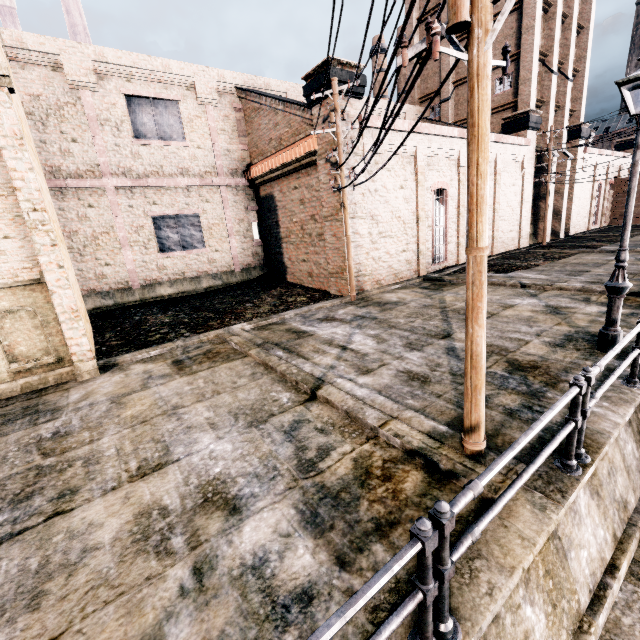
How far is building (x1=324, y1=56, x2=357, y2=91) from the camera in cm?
1366

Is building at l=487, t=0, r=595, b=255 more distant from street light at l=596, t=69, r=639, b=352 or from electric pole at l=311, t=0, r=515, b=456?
street light at l=596, t=69, r=639, b=352

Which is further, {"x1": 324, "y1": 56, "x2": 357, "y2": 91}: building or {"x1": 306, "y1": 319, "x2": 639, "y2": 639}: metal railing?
{"x1": 324, "y1": 56, "x2": 357, "y2": 91}: building

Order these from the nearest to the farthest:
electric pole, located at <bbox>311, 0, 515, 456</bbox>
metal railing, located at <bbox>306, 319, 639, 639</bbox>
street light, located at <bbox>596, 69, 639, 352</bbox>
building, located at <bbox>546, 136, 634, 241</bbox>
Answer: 1. metal railing, located at <bbox>306, 319, 639, 639</bbox>
2. electric pole, located at <bbox>311, 0, 515, 456</bbox>
3. street light, located at <bbox>596, 69, 639, 352</bbox>
4. building, located at <bbox>546, 136, 634, 241</bbox>

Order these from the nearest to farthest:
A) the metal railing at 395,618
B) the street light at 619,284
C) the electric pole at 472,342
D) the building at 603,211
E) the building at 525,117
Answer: the metal railing at 395,618, the electric pole at 472,342, the street light at 619,284, the building at 525,117, the building at 603,211

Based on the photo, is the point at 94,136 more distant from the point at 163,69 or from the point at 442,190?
the point at 442,190

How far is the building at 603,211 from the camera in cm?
2930
